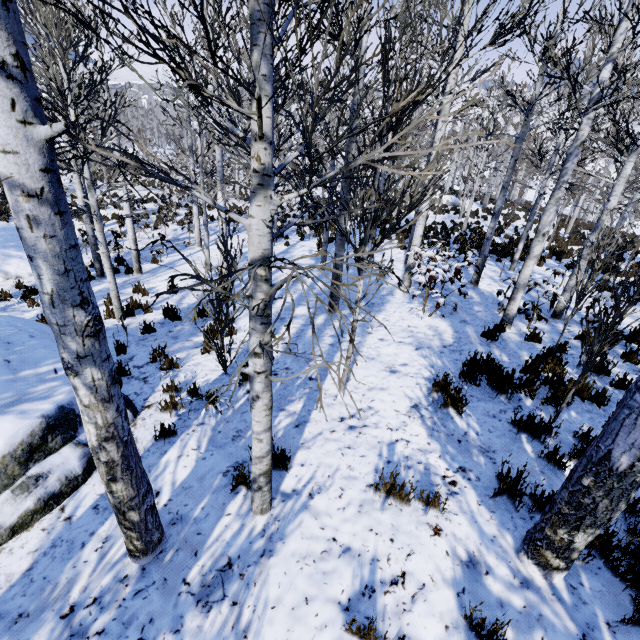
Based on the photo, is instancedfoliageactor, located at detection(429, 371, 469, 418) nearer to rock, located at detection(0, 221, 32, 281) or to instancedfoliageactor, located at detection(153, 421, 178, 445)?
instancedfoliageactor, located at detection(153, 421, 178, 445)

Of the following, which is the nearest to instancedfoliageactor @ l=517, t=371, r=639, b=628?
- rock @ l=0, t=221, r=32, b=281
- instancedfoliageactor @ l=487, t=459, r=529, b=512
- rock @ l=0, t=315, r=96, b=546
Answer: instancedfoliageactor @ l=487, t=459, r=529, b=512

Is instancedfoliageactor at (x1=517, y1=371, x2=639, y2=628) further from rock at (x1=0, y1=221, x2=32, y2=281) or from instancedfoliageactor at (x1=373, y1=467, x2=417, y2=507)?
rock at (x1=0, y1=221, x2=32, y2=281)

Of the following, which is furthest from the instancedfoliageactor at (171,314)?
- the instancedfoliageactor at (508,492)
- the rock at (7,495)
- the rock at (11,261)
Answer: the rock at (11,261)

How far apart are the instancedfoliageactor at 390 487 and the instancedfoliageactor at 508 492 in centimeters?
69cm

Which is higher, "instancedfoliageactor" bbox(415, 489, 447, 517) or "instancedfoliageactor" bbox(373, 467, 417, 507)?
"instancedfoliageactor" bbox(415, 489, 447, 517)

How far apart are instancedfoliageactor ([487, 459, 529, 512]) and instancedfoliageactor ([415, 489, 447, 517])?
0.7m

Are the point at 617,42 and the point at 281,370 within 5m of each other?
no
